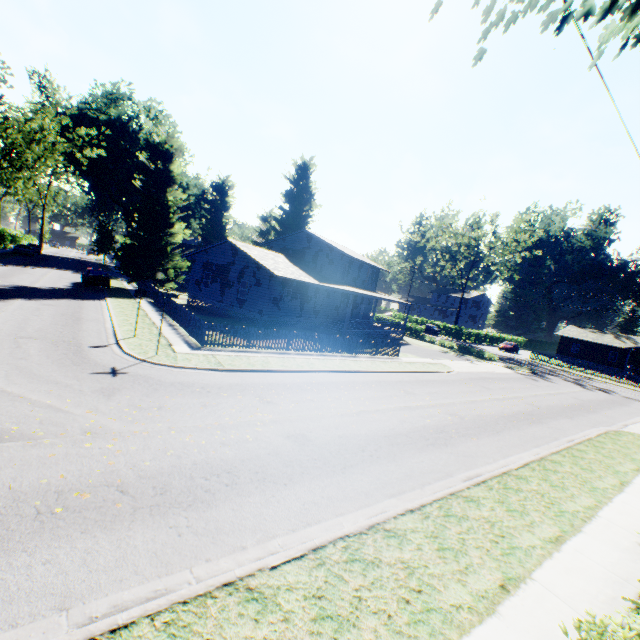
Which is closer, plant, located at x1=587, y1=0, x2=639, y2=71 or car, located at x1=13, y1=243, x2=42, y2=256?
plant, located at x1=587, y1=0, x2=639, y2=71

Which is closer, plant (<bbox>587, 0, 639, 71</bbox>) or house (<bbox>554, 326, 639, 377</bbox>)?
plant (<bbox>587, 0, 639, 71</bbox>)

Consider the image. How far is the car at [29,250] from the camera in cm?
4553

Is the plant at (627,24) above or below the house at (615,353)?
above

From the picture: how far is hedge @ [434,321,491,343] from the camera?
55.4 meters

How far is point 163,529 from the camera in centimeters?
496cm

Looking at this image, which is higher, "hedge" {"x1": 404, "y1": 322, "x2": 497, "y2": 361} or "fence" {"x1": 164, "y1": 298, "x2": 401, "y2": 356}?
"hedge" {"x1": 404, "y1": 322, "x2": 497, "y2": 361}

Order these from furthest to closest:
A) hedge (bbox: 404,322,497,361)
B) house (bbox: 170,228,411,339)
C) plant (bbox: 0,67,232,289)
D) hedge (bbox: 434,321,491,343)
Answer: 1. hedge (bbox: 434,321,491,343)
2. hedge (bbox: 404,322,497,361)
3. plant (bbox: 0,67,232,289)
4. house (bbox: 170,228,411,339)
